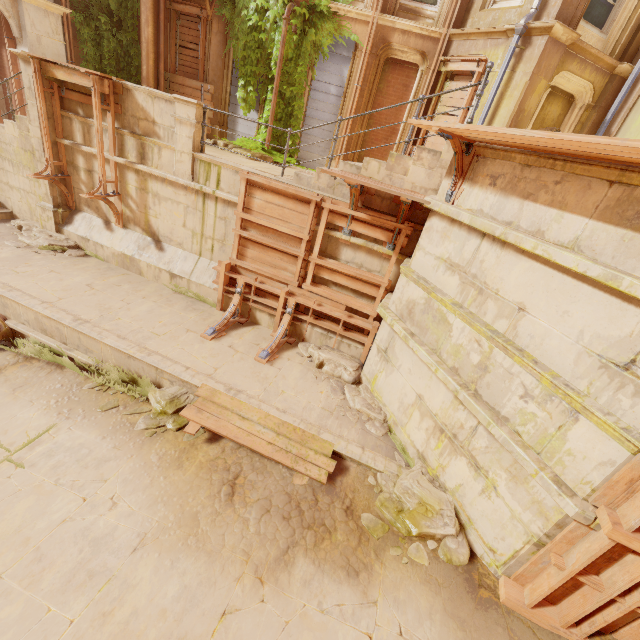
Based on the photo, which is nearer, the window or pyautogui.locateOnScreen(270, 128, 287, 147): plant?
the window

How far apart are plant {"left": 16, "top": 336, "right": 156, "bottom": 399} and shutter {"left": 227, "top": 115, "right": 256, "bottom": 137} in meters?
9.8 m

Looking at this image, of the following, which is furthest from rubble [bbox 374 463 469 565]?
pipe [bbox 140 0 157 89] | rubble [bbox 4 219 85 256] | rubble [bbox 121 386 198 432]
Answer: pipe [bbox 140 0 157 89]

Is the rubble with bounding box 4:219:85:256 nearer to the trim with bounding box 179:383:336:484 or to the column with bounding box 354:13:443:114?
the trim with bounding box 179:383:336:484

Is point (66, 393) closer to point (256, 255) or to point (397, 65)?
point (256, 255)

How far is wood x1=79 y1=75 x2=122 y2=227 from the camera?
7.4m

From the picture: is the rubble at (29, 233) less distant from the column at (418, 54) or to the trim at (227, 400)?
the trim at (227, 400)

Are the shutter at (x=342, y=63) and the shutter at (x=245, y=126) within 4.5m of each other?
yes
